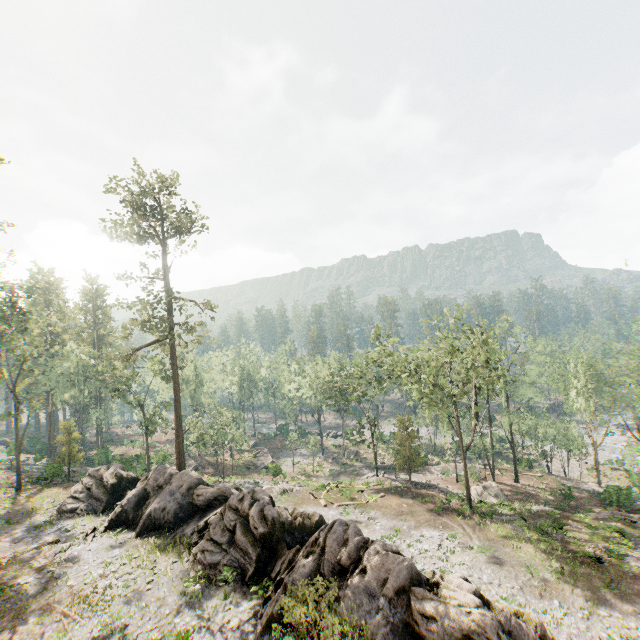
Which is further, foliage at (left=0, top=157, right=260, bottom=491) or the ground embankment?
the ground embankment

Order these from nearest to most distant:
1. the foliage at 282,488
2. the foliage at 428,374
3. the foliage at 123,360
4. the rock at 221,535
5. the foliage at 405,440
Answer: the rock at 221,535
the foliage at 428,374
the foliage at 123,360
the foliage at 282,488
the foliage at 405,440

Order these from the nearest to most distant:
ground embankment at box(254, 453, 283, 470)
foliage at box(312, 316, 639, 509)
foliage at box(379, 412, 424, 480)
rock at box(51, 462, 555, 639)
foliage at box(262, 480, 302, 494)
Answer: rock at box(51, 462, 555, 639)
foliage at box(312, 316, 639, 509)
foliage at box(262, 480, 302, 494)
foliage at box(379, 412, 424, 480)
ground embankment at box(254, 453, 283, 470)

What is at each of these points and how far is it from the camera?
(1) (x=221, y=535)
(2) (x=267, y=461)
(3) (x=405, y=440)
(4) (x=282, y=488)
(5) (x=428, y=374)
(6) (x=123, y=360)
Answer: (1) rock, 19.0m
(2) ground embankment, 55.7m
(3) foliage, 39.5m
(4) foliage, 36.4m
(5) foliage, 30.5m
(6) foliage, 30.6m

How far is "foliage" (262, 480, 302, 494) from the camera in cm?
3596

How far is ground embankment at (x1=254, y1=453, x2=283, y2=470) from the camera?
44.85m

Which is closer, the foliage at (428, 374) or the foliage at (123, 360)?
the foliage at (428, 374)

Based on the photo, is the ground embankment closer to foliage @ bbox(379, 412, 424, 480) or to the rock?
foliage @ bbox(379, 412, 424, 480)
